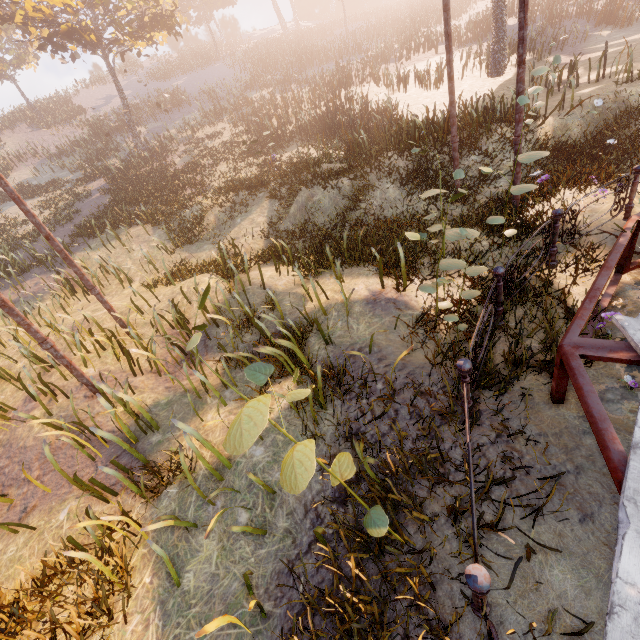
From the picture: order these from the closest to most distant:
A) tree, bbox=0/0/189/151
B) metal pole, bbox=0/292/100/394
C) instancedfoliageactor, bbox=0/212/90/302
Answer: metal pole, bbox=0/292/100/394, instancedfoliageactor, bbox=0/212/90/302, tree, bbox=0/0/189/151

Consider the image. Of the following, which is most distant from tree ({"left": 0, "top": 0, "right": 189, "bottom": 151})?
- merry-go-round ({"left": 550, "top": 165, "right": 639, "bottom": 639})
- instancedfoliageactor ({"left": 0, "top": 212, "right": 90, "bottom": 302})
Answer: instancedfoliageactor ({"left": 0, "top": 212, "right": 90, "bottom": 302})

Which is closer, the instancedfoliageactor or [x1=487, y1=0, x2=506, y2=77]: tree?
the instancedfoliageactor

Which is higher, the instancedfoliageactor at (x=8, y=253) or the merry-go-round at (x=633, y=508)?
the instancedfoliageactor at (x=8, y=253)

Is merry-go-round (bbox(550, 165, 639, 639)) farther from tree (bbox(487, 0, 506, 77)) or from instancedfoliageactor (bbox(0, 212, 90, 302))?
tree (bbox(487, 0, 506, 77))

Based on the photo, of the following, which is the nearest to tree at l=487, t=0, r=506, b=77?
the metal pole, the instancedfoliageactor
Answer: the metal pole

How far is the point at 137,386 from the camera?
6.88m

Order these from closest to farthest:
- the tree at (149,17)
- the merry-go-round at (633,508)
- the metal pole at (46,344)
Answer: the merry-go-round at (633,508), the metal pole at (46,344), the tree at (149,17)
